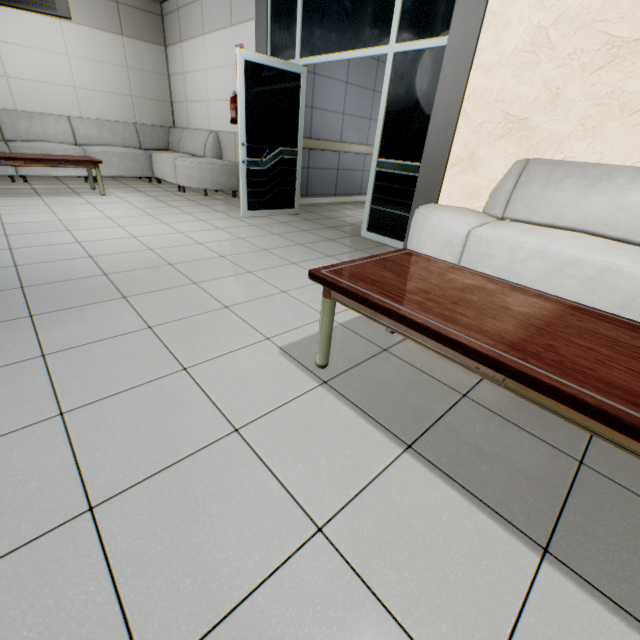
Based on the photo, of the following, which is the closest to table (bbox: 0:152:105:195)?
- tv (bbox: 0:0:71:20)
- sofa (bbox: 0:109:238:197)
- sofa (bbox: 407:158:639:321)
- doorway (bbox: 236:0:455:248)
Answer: sofa (bbox: 0:109:238:197)

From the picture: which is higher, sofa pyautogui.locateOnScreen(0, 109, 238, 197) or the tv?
Answer: the tv

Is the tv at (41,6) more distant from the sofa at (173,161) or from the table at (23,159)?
the sofa at (173,161)

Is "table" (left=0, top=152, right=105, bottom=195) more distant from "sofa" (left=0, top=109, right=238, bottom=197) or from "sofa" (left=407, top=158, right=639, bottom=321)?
"sofa" (left=407, top=158, right=639, bottom=321)

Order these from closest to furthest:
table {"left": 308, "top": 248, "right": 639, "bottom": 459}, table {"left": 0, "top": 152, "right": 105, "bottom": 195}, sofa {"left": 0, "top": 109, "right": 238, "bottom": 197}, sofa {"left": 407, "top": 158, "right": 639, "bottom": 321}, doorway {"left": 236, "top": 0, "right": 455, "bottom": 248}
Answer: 1. table {"left": 308, "top": 248, "right": 639, "bottom": 459}
2. sofa {"left": 407, "top": 158, "right": 639, "bottom": 321}
3. doorway {"left": 236, "top": 0, "right": 455, "bottom": 248}
4. table {"left": 0, "top": 152, "right": 105, "bottom": 195}
5. sofa {"left": 0, "top": 109, "right": 238, "bottom": 197}

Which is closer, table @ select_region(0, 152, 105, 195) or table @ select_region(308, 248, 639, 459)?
table @ select_region(308, 248, 639, 459)

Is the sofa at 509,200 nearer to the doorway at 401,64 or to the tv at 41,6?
the doorway at 401,64

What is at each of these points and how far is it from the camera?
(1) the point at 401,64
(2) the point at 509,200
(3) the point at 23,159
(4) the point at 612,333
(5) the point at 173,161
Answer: (1) doorway, 3.43m
(2) sofa, 2.72m
(3) table, 4.47m
(4) table, 1.17m
(5) sofa, 6.03m
